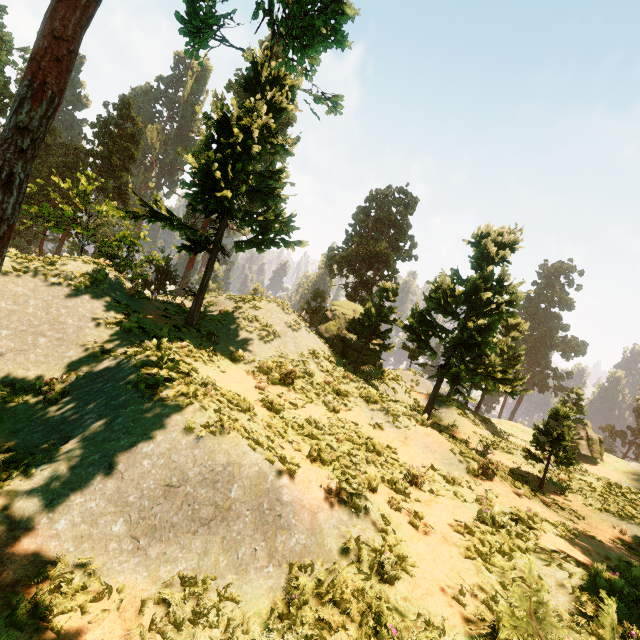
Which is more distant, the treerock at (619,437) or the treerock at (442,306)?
the treerock at (619,437)

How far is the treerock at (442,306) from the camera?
15.0 meters

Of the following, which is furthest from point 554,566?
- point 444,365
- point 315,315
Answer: point 315,315

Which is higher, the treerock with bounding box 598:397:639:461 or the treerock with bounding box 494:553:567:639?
the treerock with bounding box 494:553:567:639

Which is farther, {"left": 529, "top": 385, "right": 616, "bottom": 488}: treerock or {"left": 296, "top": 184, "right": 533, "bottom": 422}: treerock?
{"left": 296, "top": 184, "right": 533, "bottom": 422}: treerock

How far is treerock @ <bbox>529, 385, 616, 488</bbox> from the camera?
13.1 meters
